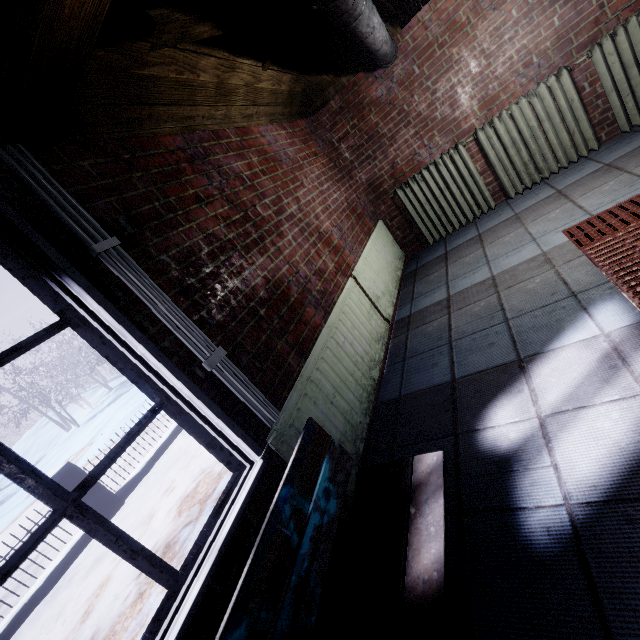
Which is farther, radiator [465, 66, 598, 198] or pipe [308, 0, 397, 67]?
radiator [465, 66, 598, 198]

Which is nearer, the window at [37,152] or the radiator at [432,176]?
the window at [37,152]

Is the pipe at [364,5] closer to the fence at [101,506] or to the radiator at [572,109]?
the radiator at [572,109]

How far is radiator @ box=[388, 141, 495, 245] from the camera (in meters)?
3.41

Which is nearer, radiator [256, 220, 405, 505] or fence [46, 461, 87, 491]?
radiator [256, 220, 405, 505]

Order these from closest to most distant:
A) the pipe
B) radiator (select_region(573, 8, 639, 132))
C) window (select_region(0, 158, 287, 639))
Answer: window (select_region(0, 158, 287, 639)) → the pipe → radiator (select_region(573, 8, 639, 132))

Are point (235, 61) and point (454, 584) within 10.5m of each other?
yes

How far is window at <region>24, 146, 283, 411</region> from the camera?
1.15m
